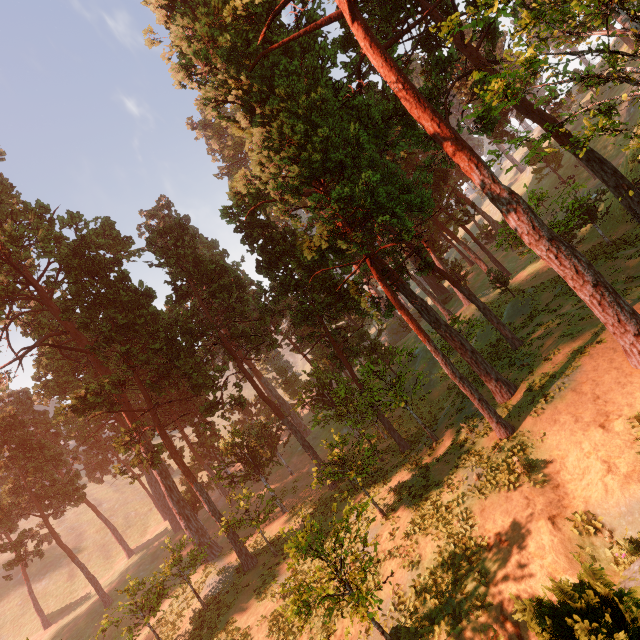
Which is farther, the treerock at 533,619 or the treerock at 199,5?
the treerock at 199,5

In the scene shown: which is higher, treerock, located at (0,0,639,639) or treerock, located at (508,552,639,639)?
treerock, located at (0,0,639,639)

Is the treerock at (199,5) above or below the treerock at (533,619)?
above

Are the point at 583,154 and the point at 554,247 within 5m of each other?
yes

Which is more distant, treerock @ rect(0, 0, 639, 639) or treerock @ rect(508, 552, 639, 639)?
treerock @ rect(0, 0, 639, 639)
